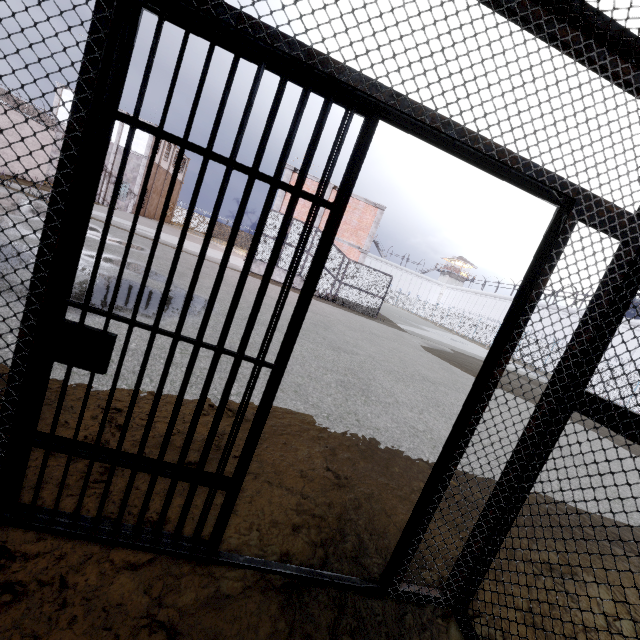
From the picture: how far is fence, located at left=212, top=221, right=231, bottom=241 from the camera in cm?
5550

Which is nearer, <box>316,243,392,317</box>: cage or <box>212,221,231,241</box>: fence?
<box>316,243,392,317</box>: cage

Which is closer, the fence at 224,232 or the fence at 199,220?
the fence at 199,220

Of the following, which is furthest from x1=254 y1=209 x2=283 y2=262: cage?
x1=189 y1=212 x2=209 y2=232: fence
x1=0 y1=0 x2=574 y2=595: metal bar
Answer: x1=0 y1=0 x2=574 y2=595: metal bar

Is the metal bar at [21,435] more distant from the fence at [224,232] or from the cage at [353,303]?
the fence at [224,232]

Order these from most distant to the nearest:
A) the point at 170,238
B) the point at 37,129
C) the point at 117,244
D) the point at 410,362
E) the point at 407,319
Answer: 1. the point at 407,319
2. the point at 37,129
3. the point at 170,238
4. the point at 117,244
5. the point at 410,362

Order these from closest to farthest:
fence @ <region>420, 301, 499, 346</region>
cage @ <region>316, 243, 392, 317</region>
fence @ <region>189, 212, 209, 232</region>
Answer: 1. cage @ <region>316, 243, 392, 317</region>
2. fence @ <region>420, 301, 499, 346</region>
3. fence @ <region>189, 212, 209, 232</region>
